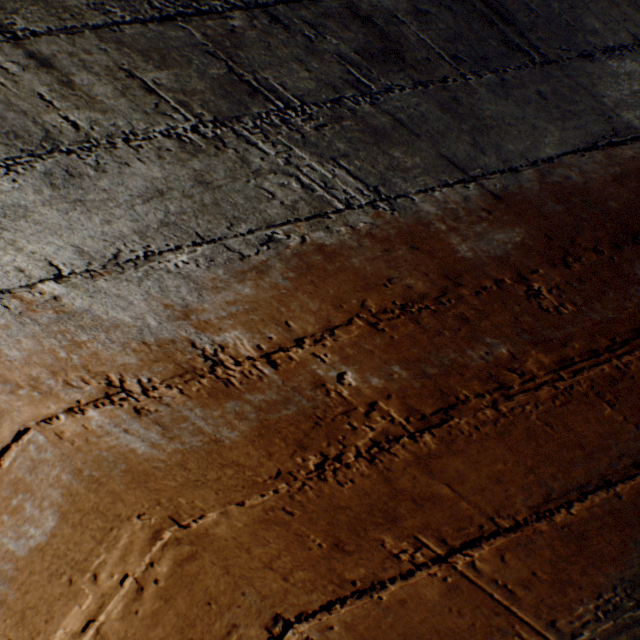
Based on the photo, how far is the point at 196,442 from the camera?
0.7m
